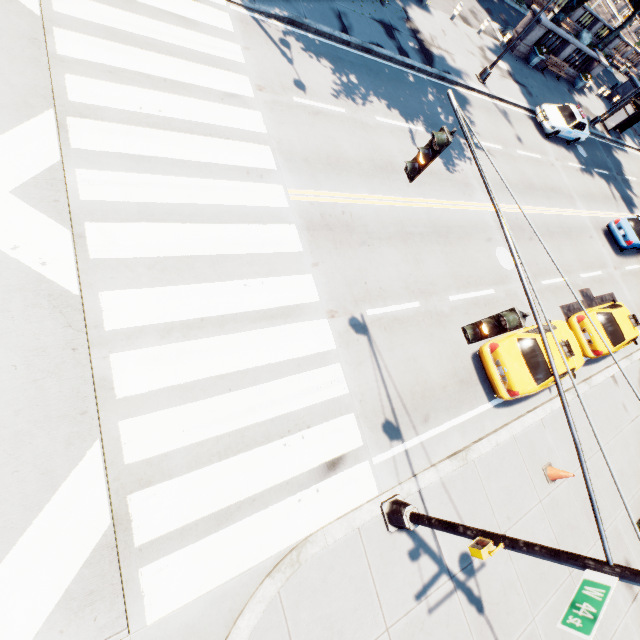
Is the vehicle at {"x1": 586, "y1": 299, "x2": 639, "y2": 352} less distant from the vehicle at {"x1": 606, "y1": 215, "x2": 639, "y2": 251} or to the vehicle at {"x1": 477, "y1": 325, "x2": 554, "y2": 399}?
the vehicle at {"x1": 477, "y1": 325, "x2": 554, "y2": 399}

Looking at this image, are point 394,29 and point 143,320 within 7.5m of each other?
no

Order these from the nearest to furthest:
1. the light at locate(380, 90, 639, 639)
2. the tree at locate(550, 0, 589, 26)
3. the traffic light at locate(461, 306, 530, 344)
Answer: the light at locate(380, 90, 639, 639) → the traffic light at locate(461, 306, 530, 344) → the tree at locate(550, 0, 589, 26)

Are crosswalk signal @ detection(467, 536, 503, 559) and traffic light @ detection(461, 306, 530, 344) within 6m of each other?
yes

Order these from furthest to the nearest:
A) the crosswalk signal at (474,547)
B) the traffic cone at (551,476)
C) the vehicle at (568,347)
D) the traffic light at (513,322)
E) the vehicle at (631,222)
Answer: the vehicle at (631,222), the vehicle at (568,347), the traffic cone at (551,476), the crosswalk signal at (474,547), the traffic light at (513,322)

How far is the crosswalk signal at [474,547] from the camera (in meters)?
4.78

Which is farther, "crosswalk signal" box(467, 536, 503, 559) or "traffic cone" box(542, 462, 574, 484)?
"traffic cone" box(542, 462, 574, 484)

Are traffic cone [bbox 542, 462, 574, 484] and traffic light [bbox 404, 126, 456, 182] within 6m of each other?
no
